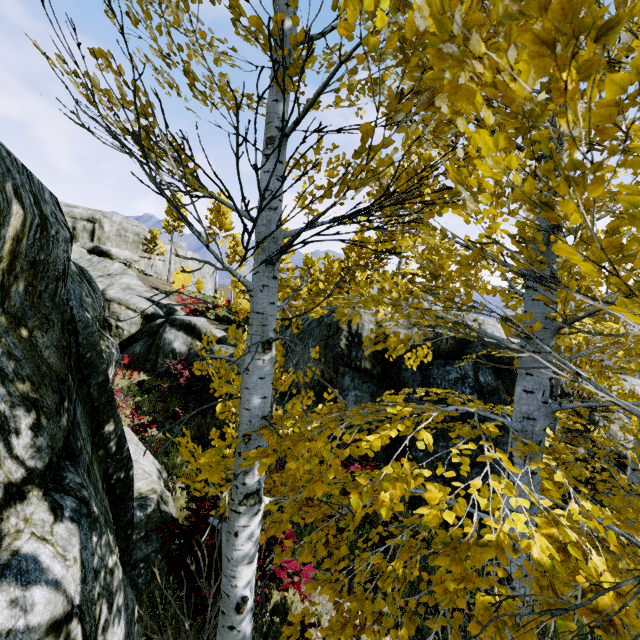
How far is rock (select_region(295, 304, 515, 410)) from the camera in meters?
8.1 m

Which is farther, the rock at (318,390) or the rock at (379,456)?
the rock at (318,390)

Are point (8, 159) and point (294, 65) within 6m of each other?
yes

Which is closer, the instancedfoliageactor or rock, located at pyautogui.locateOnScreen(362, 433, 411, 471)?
the instancedfoliageactor

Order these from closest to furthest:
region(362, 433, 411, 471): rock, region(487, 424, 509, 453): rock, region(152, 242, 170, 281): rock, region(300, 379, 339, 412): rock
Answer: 1. region(487, 424, 509, 453): rock
2. region(362, 433, 411, 471): rock
3. region(300, 379, 339, 412): rock
4. region(152, 242, 170, 281): rock

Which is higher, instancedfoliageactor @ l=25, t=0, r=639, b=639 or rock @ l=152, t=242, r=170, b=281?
rock @ l=152, t=242, r=170, b=281

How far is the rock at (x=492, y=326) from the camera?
9.3m
